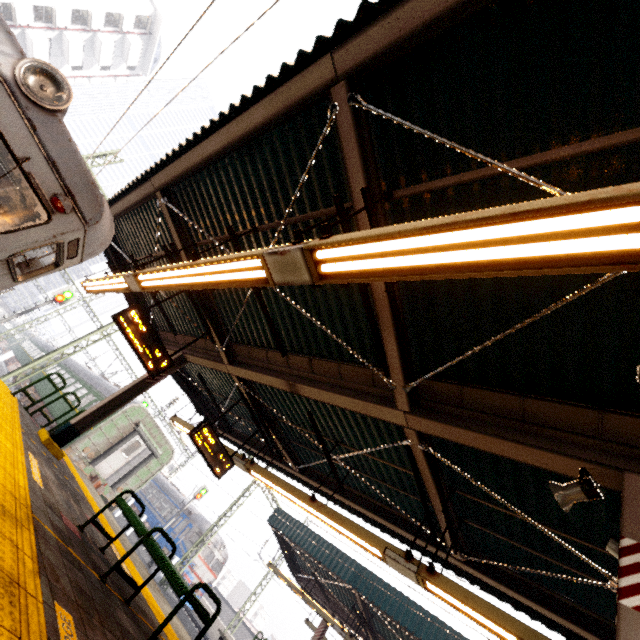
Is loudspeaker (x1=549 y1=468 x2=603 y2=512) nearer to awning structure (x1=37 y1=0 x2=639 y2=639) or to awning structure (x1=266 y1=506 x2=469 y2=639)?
awning structure (x1=37 y1=0 x2=639 y2=639)

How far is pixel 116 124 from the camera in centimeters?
538cm

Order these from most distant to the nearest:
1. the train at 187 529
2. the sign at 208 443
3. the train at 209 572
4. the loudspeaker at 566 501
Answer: the train at 187 529
the train at 209 572
the sign at 208 443
the loudspeaker at 566 501

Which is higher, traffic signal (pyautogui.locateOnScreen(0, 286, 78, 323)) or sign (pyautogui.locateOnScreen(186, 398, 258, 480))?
traffic signal (pyautogui.locateOnScreen(0, 286, 78, 323))

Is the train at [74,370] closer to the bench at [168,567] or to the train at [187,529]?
the bench at [168,567]

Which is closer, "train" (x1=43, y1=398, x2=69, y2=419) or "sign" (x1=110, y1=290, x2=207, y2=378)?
"sign" (x1=110, y1=290, x2=207, y2=378)

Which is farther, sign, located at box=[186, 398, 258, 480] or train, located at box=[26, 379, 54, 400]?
train, located at box=[26, 379, 54, 400]
